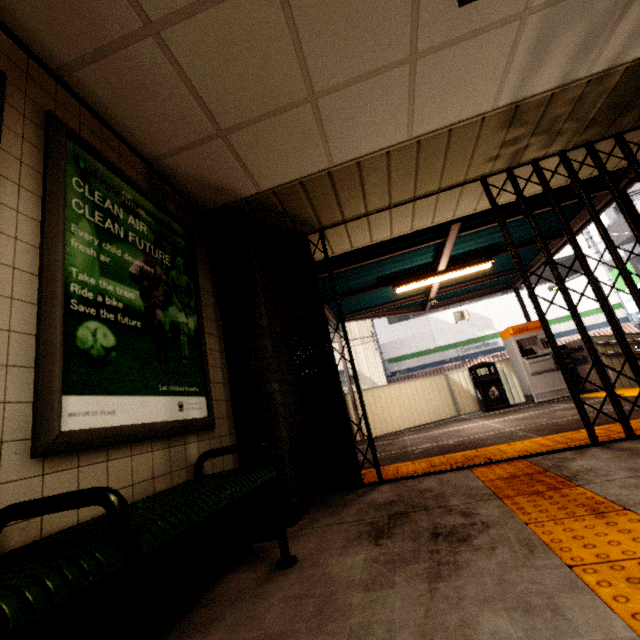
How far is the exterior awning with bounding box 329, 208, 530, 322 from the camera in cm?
518

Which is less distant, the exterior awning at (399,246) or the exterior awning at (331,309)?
the exterior awning at (399,246)

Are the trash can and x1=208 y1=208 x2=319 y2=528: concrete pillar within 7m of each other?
yes

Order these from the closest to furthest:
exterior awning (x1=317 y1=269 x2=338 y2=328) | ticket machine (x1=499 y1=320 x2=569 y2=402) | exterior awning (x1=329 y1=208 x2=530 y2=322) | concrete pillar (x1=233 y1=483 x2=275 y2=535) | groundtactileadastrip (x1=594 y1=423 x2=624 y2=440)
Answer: concrete pillar (x1=233 y1=483 x2=275 y2=535)
groundtactileadastrip (x1=594 y1=423 x2=624 y2=440)
exterior awning (x1=329 y1=208 x2=530 y2=322)
exterior awning (x1=317 y1=269 x2=338 y2=328)
ticket machine (x1=499 y1=320 x2=569 y2=402)

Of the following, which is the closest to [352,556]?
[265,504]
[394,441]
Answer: [265,504]

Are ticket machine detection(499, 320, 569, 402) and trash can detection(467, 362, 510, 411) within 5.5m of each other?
yes

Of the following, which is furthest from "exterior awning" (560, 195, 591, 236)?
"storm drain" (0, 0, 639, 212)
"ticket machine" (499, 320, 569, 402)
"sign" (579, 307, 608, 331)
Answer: "sign" (579, 307, 608, 331)

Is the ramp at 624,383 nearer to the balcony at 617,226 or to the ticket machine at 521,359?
the ticket machine at 521,359
